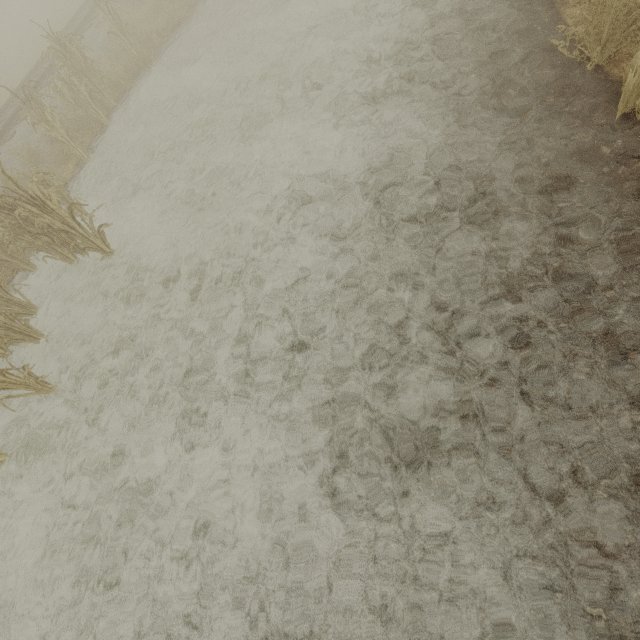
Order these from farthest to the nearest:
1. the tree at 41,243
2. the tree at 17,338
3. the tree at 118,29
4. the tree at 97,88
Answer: the tree at 118,29 < the tree at 97,88 < the tree at 41,243 < the tree at 17,338

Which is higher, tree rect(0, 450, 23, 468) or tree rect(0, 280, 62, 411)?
tree rect(0, 280, 62, 411)

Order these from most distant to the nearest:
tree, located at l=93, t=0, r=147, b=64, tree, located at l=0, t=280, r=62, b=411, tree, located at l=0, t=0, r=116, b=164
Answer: tree, located at l=93, t=0, r=147, b=64 → tree, located at l=0, t=0, r=116, b=164 → tree, located at l=0, t=280, r=62, b=411

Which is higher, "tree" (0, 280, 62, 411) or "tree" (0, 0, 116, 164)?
"tree" (0, 0, 116, 164)

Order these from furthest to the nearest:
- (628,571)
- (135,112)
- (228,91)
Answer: (135,112) → (228,91) → (628,571)

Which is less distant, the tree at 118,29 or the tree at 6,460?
the tree at 6,460

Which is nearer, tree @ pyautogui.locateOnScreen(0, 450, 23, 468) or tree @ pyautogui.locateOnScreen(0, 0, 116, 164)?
tree @ pyautogui.locateOnScreen(0, 450, 23, 468)

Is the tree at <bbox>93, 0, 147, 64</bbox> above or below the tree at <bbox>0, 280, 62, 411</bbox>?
above
